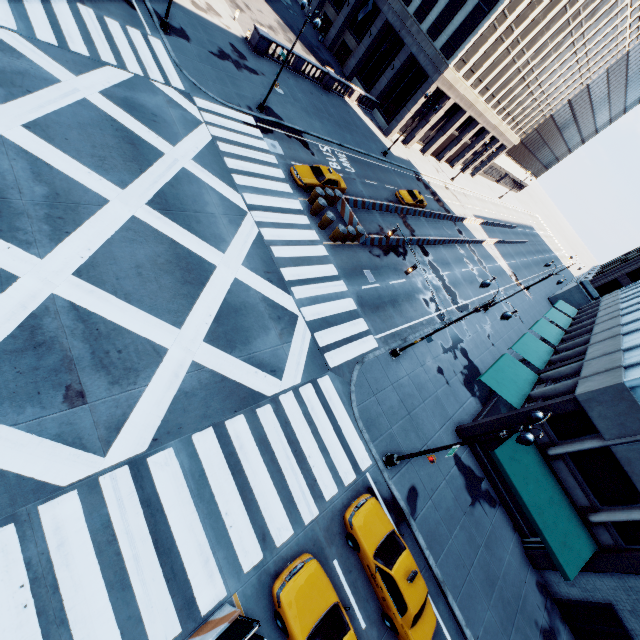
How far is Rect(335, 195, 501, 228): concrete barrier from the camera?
25.0m

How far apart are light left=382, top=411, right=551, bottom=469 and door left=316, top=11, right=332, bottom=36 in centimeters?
5725cm

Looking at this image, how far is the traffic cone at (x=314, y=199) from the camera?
22.2m

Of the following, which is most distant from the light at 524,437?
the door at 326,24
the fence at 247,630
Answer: the door at 326,24

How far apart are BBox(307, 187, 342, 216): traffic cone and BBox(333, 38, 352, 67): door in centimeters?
3540cm

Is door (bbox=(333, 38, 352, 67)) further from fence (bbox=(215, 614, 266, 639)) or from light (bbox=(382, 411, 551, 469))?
fence (bbox=(215, 614, 266, 639))

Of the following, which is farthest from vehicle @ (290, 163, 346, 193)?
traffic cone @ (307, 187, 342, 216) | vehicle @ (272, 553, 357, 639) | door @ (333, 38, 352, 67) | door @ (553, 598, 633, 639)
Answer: door @ (333, 38, 352, 67)

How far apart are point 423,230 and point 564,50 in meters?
35.2
